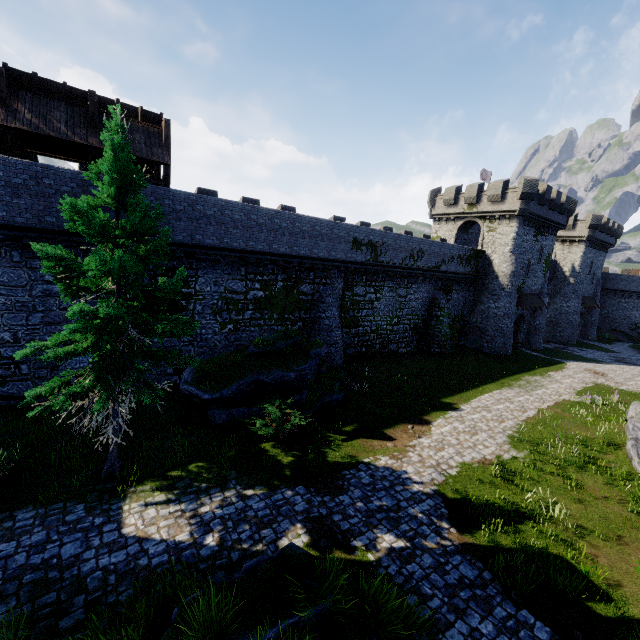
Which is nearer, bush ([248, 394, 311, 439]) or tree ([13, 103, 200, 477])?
tree ([13, 103, 200, 477])

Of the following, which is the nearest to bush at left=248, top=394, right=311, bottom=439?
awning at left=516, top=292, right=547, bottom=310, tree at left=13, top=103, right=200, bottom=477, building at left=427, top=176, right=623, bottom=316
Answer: tree at left=13, top=103, right=200, bottom=477

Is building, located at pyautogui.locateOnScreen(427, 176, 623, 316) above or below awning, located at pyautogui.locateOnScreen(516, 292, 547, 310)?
above

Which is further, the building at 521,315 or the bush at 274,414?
the building at 521,315

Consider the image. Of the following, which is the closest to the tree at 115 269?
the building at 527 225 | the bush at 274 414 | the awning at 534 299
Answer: the bush at 274 414

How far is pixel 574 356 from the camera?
35.8 meters

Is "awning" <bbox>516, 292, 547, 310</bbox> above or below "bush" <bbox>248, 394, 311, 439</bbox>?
above

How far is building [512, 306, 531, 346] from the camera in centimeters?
3506cm
